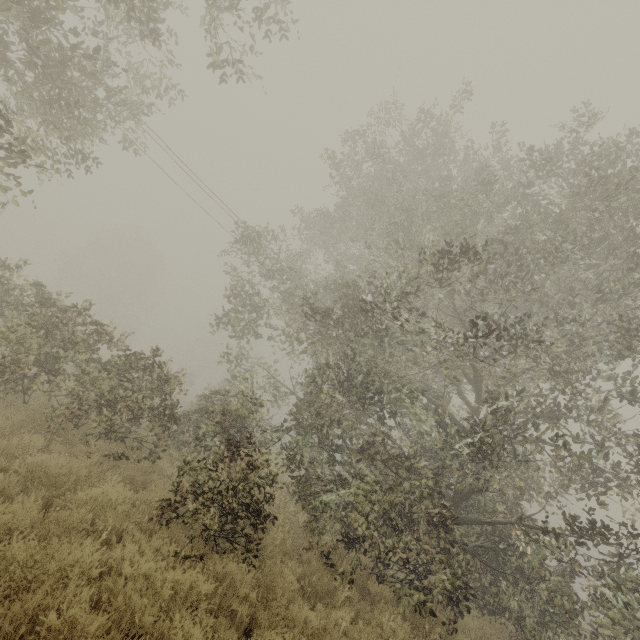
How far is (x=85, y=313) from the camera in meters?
9.3 m
